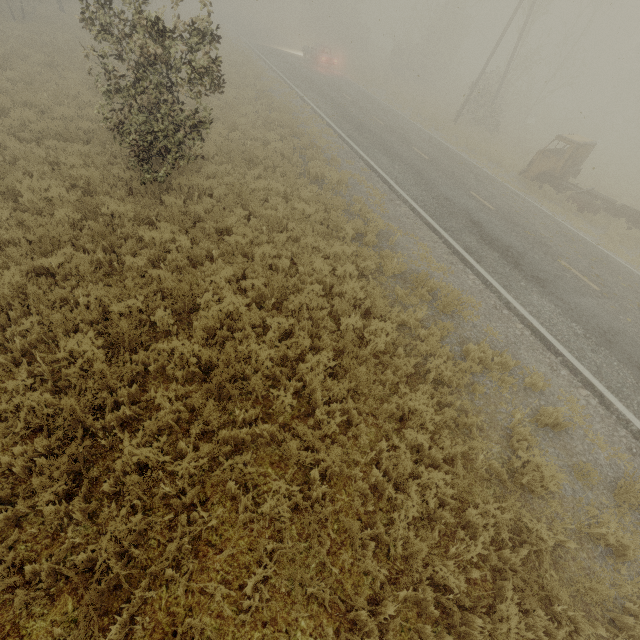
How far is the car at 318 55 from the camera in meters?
29.1

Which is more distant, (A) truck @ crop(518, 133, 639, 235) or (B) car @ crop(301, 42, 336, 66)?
(B) car @ crop(301, 42, 336, 66)

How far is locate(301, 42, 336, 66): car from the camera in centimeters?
2909cm

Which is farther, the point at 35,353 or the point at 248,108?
the point at 248,108

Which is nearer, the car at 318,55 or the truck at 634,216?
the truck at 634,216
